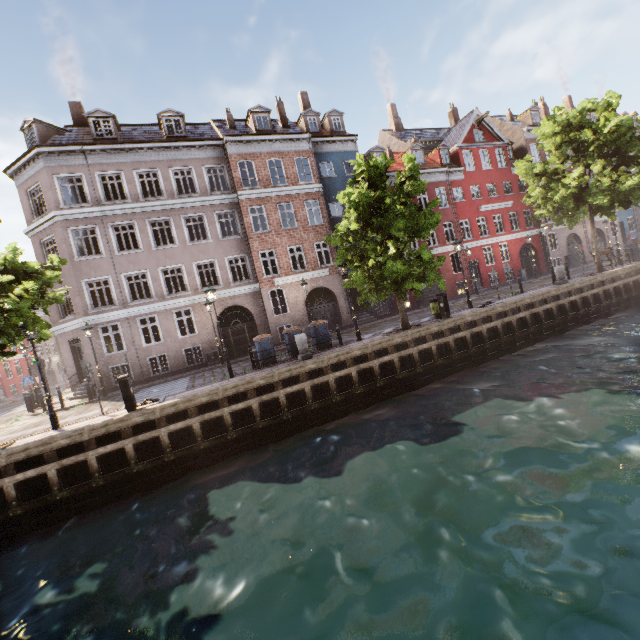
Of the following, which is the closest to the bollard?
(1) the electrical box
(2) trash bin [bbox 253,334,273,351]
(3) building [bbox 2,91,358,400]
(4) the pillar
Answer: (3) building [bbox 2,91,358,400]

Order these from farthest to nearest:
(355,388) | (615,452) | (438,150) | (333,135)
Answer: (438,150)
(333,135)
(355,388)
(615,452)

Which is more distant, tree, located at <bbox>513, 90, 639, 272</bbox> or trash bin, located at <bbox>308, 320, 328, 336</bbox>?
tree, located at <bbox>513, 90, 639, 272</bbox>

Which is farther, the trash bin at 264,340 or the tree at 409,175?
the trash bin at 264,340

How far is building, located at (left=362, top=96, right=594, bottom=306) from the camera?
27.1 meters

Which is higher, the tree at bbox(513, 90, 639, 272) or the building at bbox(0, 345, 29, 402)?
the tree at bbox(513, 90, 639, 272)

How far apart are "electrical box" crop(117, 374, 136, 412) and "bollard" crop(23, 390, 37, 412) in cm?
1197

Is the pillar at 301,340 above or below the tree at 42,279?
below
